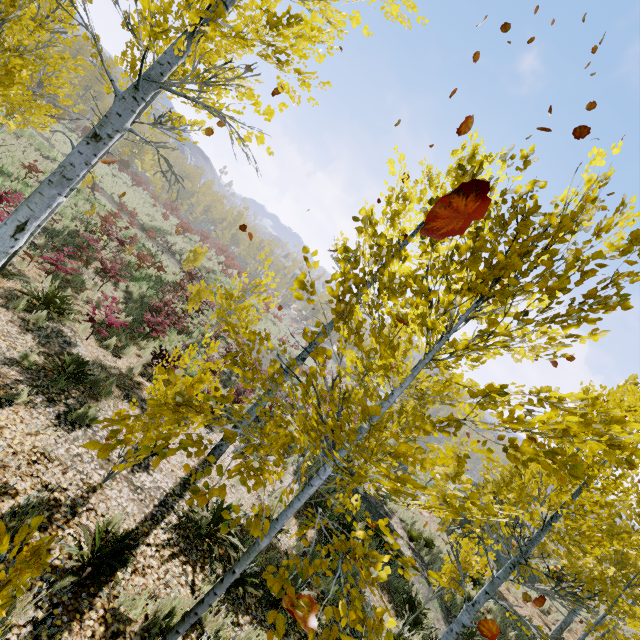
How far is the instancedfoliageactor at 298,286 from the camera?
2.45m

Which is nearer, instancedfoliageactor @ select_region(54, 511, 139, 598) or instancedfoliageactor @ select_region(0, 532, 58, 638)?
instancedfoliageactor @ select_region(0, 532, 58, 638)

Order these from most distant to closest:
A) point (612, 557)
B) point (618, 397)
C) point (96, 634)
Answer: point (612, 557) → point (618, 397) → point (96, 634)

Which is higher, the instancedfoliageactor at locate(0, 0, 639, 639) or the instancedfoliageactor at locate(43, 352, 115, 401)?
the instancedfoliageactor at locate(0, 0, 639, 639)

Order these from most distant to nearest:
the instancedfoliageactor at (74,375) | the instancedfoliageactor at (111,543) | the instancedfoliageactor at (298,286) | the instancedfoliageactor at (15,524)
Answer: the instancedfoliageactor at (74,375)
the instancedfoliageactor at (111,543)
the instancedfoliageactor at (298,286)
the instancedfoliageactor at (15,524)

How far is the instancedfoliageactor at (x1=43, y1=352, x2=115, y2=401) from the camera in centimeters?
565cm

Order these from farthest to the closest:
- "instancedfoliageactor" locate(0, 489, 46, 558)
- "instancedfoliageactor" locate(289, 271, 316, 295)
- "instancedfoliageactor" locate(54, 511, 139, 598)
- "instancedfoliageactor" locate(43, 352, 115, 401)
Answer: "instancedfoliageactor" locate(43, 352, 115, 401) < "instancedfoliageactor" locate(54, 511, 139, 598) < "instancedfoliageactor" locate(289, 271, 316, 295) < "instancedfoliageactor" locate(0, 489, 46, 558)
